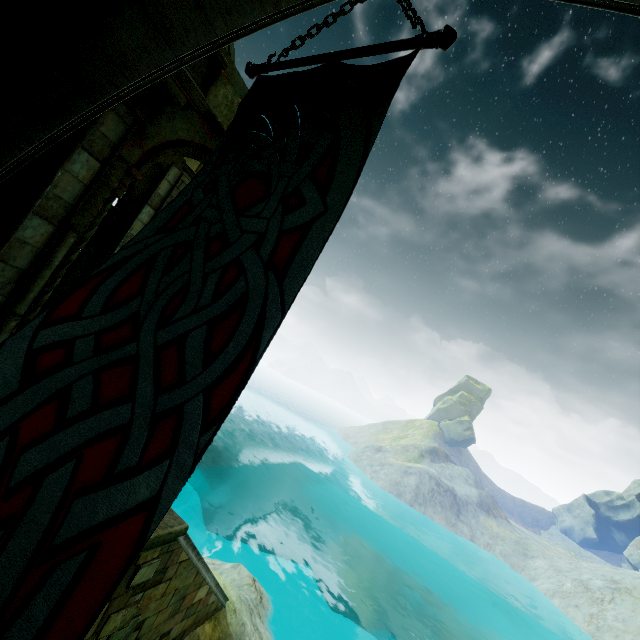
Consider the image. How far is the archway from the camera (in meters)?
5.65

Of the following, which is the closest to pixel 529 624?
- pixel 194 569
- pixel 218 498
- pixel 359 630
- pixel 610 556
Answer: pixel 359 630

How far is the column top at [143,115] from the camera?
5.1 meters

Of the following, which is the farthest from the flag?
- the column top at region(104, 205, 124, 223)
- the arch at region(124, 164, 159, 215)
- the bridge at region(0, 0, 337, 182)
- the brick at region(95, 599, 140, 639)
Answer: the column top at region(104, 205, 124, 223)

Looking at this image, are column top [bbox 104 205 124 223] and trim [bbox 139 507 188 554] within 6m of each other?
no

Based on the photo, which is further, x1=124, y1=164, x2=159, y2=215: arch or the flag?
x1=124, y1=164, x2=159, y2=215: arch

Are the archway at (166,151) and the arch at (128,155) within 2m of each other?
yes

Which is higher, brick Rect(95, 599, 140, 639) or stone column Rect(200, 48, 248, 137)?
stone column Rect(200, 48, 248, 137)
